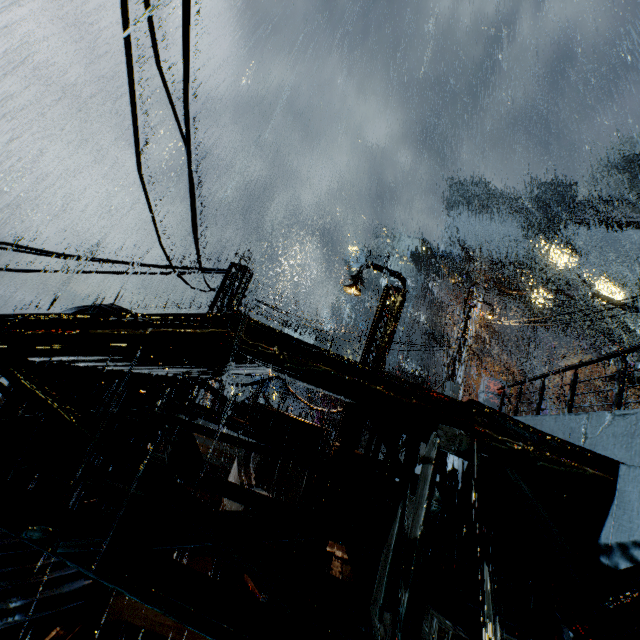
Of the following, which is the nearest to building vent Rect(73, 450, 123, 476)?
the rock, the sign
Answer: the sign

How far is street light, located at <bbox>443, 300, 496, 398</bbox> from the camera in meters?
16.1 m

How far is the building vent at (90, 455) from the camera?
9.90m

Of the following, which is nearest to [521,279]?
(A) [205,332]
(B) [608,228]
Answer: (B) [608,228]

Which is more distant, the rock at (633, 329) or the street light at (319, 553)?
the rock at (633, 329)

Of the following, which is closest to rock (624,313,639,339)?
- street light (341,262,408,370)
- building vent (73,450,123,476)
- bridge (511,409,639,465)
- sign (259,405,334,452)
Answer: street light (341,262,408,370)

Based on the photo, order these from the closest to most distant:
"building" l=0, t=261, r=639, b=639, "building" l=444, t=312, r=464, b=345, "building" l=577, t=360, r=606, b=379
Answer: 1. "building" l=0, t=261, r=639, b=639
2. "building" l=444, t=312, r=464, b=345
3. "building" l=577, t=360, r=606, b=379

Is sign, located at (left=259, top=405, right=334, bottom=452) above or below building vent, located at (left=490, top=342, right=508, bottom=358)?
below
